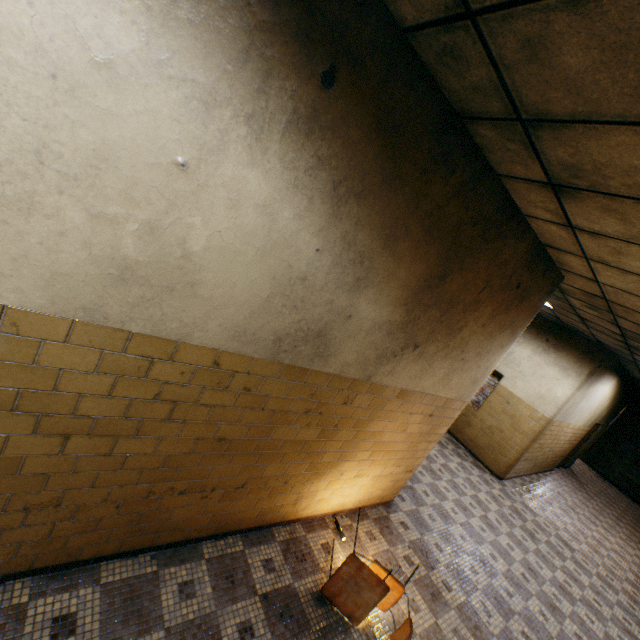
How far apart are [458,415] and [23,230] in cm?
982
